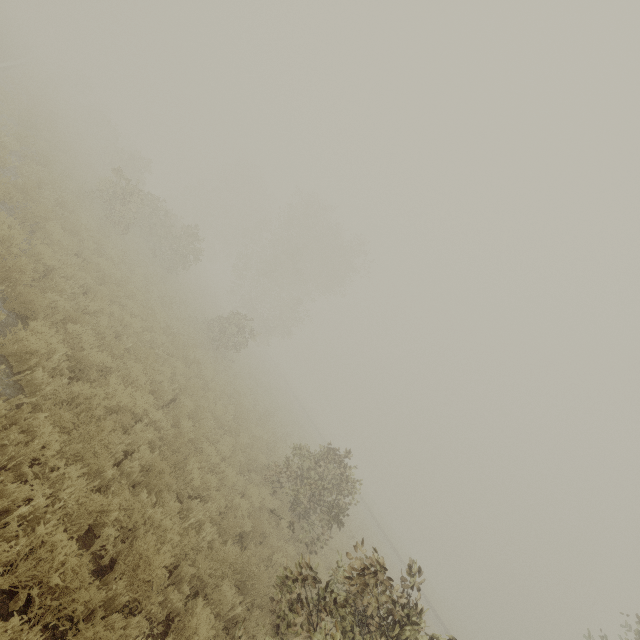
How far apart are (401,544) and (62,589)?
53.1 meters
